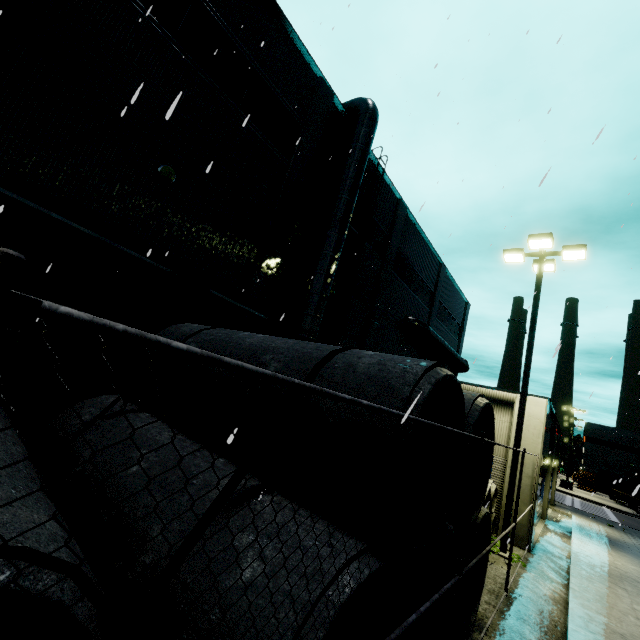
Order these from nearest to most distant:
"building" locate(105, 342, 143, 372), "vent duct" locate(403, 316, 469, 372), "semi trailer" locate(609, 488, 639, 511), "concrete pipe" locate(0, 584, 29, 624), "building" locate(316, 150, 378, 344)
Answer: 1. "concrete pipe" locate(0, 584, 29, 624)
2. "building" locate(105, 342, 143, 372)
3. "building" locate(316, 150, 378, 344)
4. "vent duct" locate(403, 316, 469, 372)
5. "semi trailer" locate(609, 488, 639, 511)

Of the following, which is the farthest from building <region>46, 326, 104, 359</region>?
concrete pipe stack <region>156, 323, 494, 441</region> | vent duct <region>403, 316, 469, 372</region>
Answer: concrete pipe stack <region>156, 323, 494, 441</region>

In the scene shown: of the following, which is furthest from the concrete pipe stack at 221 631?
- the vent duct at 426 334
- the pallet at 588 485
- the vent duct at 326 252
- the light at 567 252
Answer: the pallet at 588 485

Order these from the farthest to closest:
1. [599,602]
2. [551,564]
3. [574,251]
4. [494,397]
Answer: [494,397] < [574,251] < [551,564] < [599,602]

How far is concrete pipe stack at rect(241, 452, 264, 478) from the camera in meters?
3.0 m

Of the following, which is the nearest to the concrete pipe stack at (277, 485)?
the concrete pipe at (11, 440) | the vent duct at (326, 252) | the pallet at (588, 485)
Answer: the concrete pipe at (11, 440)

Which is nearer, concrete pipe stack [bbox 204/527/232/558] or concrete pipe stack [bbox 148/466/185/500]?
concrete pipe stack [bbox 204/527/232/558]
